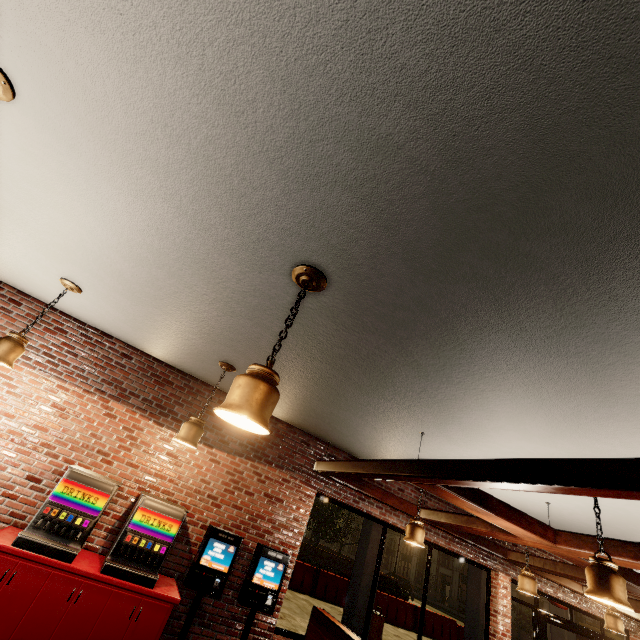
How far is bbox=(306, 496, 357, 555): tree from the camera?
28.25m

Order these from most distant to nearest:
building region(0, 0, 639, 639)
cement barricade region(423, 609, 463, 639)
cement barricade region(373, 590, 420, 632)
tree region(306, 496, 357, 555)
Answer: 1. tree region(306, 496, 357, 555)
2. cement barricade region(423, 609, 463, 639)
3. cement barricade region(373, 590, 420, 632)
4. building region(0, 0, 639, 639)

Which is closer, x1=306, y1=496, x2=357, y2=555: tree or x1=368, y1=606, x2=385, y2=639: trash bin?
x1=368, y1=606, x2=385, y2=639: trash bin

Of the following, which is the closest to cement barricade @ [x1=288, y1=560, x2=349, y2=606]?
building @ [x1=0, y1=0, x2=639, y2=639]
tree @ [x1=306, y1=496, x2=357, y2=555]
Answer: building @ [x1=0, y1=0, x2=639, y2=639]

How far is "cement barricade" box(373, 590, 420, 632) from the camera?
14.4m

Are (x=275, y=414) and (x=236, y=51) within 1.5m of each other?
no

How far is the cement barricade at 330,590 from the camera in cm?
1323

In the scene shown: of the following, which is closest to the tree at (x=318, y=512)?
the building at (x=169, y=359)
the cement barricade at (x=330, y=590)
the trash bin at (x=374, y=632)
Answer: the building at (x=169, y=359)
